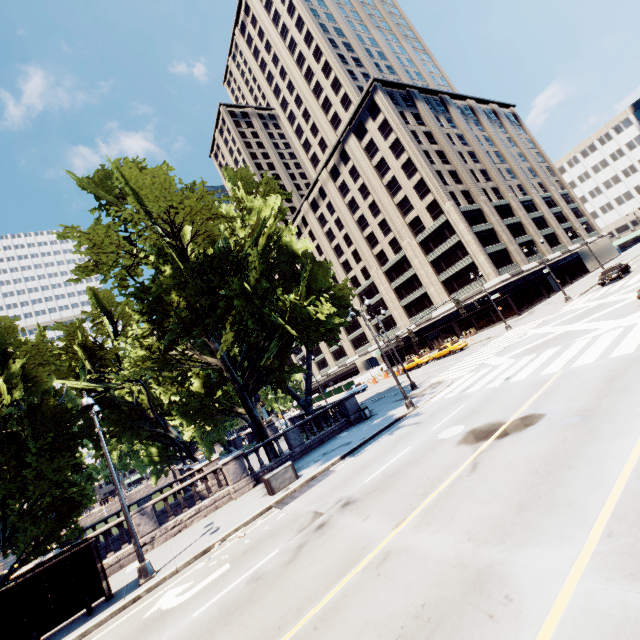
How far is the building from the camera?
48.4m

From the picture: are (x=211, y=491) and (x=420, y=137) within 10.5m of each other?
no

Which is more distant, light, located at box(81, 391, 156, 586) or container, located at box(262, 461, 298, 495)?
container, located at box(262, 461, 298, 495)

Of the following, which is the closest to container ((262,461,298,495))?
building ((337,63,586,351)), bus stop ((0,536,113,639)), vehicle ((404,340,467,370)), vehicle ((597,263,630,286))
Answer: bus stop ((0,536,113,639))

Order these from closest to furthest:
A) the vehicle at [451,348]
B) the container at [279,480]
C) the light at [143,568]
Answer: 1. the light at [143,568]
2. the container at [279,480]
3. the vehicle at [451,348]

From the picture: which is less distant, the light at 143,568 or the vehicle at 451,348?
the light at 143,568

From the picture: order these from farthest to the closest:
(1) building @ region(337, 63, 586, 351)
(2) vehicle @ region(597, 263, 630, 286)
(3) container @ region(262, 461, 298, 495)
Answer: (1) building @ region(337, 63, 586, 351)
(2) vehicle @ region(597, 263, 630, 286)
(3) container @ region(262, 461, 298, 495)

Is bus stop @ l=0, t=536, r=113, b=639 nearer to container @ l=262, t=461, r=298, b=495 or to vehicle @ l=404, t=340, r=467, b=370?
container @ l=262, t=461, r=298, b=495
